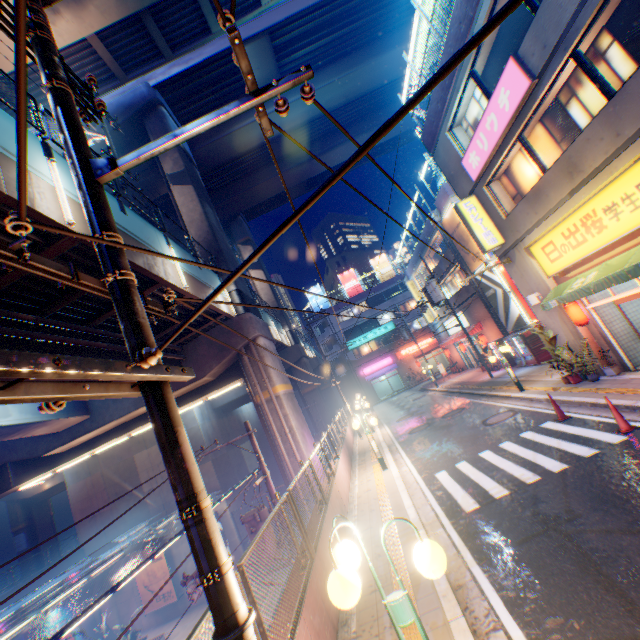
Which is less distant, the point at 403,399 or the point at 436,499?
the point at 436,499

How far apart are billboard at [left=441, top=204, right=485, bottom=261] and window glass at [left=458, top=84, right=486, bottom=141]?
7.5 meters

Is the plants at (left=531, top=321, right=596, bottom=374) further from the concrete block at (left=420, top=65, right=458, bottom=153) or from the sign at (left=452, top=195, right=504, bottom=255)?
the concrete block at (left=420, top=65, right=458, bottom=153)

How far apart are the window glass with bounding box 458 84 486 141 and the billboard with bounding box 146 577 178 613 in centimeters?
3160cm

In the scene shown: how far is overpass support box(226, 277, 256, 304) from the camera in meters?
17.5 m

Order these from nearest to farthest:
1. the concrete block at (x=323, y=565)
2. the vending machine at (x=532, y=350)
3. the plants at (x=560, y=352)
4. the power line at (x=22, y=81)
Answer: the power line at (x=22, y=81) < the concrete block at (x=323, y=565) < the plants at (x=560, y=352) < the vending machine at (x=532, y=350)

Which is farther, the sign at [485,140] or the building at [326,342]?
the building at [326,342]

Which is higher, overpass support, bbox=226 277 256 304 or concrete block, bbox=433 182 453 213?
concrete block, bbox=433 182 453 213
